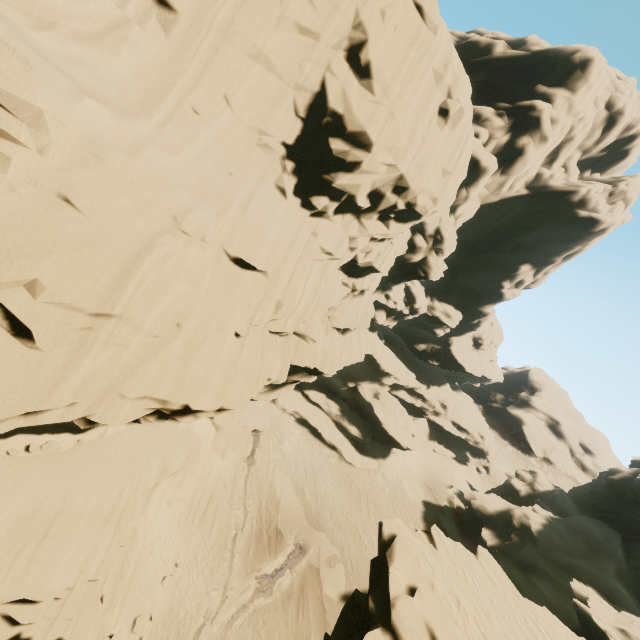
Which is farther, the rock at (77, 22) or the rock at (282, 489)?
the rock at (282, 489)

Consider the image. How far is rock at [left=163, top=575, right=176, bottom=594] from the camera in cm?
1942

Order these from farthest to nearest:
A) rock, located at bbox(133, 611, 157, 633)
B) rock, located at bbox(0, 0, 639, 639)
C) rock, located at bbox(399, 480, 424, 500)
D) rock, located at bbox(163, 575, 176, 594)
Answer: rock, located at bbox(399, 480, 424, 500)
rock, located at bbox(163, 575, 176, 594)
rock, located at bbox(133, 611, 157, 633)
rock, located at bbox(0, 0, 639, 639)

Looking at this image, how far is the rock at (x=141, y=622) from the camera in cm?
1754

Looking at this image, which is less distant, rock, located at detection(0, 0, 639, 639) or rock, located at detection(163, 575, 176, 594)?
rock, located at detection(0, 0, 639, 639)

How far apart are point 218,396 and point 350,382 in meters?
32.6 m
